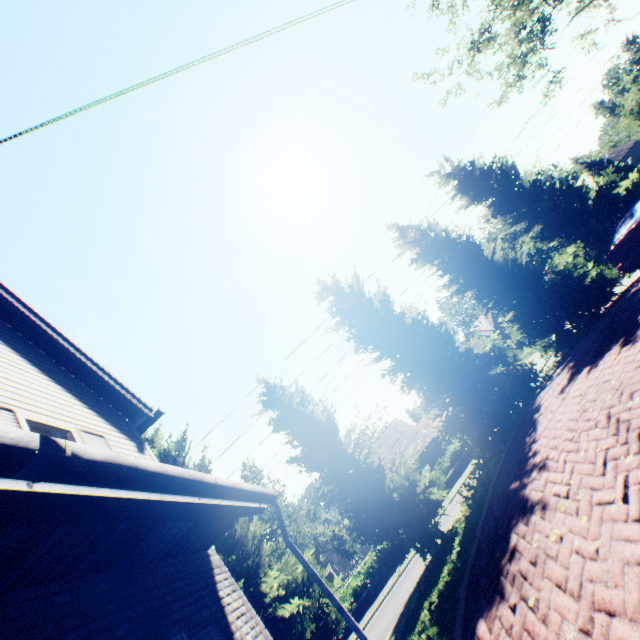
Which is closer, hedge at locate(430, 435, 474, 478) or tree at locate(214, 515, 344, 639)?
Result: tree at locate(214, 515, 344, 639)

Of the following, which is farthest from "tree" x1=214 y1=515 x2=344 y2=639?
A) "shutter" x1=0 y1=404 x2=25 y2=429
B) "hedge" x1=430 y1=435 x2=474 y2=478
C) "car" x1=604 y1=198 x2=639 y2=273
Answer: "hedge" x1=430 y1=435 x2=474 y2=478

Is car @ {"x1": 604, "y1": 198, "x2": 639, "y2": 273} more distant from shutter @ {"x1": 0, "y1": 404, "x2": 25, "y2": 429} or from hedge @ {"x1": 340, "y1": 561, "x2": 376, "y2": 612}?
hedge @ {"x1": 340, "y1": 561, "x2": 376, "y2": 612}

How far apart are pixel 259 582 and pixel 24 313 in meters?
10.6

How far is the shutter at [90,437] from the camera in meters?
5.3 m

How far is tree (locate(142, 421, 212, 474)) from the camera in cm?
1251

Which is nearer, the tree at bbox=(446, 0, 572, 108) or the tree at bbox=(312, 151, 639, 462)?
the tree at bbox=(312, 151, 639, 462)

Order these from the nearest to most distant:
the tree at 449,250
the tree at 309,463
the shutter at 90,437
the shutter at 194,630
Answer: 1. the shutter at 194,630
2. the shutter at 90,437
3. the tree at 309,463
4. the tree at 449,250
